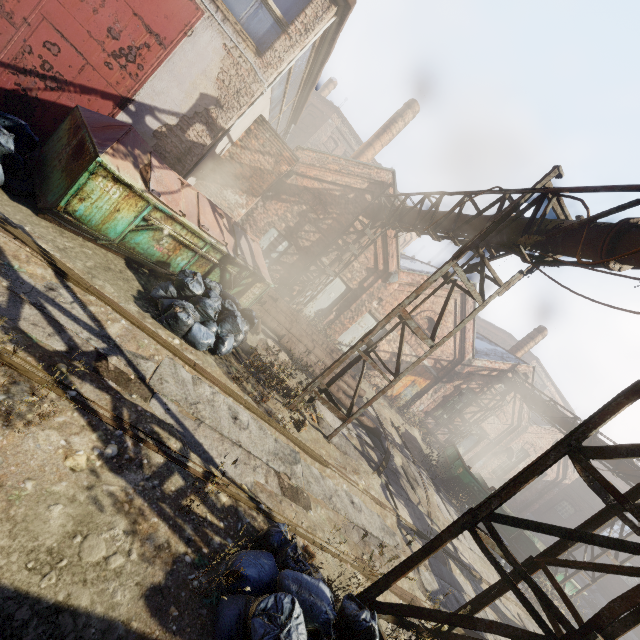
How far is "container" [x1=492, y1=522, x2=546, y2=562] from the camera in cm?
1291

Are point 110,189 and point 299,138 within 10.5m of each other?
no

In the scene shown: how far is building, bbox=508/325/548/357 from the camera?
20.8 meters

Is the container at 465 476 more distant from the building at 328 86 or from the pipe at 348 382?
the building at 328 86

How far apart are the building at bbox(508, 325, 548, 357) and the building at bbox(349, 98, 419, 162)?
15.0m

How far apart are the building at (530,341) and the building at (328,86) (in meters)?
30.19

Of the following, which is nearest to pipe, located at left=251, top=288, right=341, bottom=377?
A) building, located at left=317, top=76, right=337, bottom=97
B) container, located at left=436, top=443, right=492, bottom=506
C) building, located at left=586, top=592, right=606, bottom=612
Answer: container, located at left=436, top=443, right=492, bottom=506

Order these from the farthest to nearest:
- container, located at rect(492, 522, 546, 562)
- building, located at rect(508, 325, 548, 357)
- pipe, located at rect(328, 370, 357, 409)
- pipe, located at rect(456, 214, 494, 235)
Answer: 1. building, located at rect(508, 325, 548, 357)
2. container, located at rect(492, 522, 546, 562)
3. pipe, located at rect(328, 370, 357, 409)
4. pipe, located at rect(456, 214, 494, 235)
